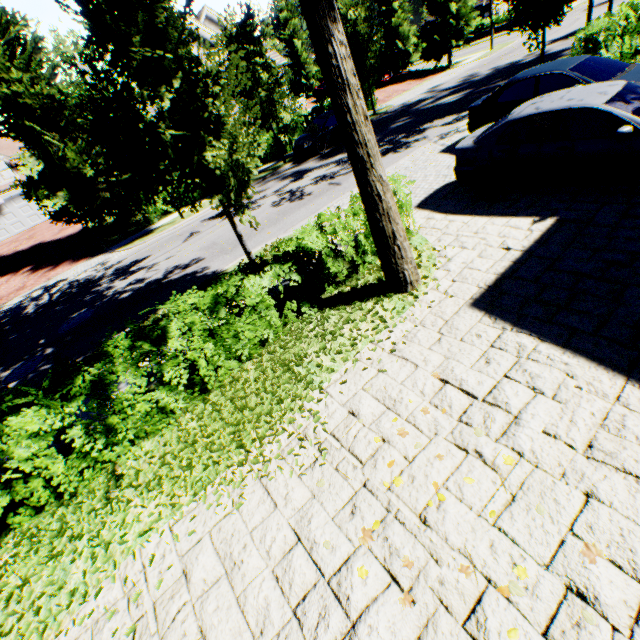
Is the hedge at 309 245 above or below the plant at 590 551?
above

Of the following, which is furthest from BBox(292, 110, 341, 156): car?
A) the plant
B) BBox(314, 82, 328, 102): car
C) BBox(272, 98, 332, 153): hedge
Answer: the plant

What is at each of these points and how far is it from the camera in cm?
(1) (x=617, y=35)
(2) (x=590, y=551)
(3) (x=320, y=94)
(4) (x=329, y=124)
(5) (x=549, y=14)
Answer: (1) hedge, 1159
(2) plant, 253
(3) car, 3052
(4) car, 1841
(5) tree, 1309

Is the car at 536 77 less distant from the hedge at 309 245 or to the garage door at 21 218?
the hedge at 309 245

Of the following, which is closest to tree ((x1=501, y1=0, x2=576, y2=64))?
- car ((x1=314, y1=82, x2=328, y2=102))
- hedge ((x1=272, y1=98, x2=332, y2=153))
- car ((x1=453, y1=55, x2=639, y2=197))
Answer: hedge ((x1=272, y1=98, x2=332, y2=153))

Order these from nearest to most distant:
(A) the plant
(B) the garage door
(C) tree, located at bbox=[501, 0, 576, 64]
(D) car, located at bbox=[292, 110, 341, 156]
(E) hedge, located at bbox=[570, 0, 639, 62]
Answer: (A) the plant → (E) hedge, located at bbox=[570, 0, 639, 62] → (C) tree, located at bbox=[501, 0, 576, 64] → (D) car, located at bbox=[292, 110, 341, 156] → (B) the garage door

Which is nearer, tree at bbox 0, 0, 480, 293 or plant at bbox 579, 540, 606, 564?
plant at bbox 579, 540, 606, 564

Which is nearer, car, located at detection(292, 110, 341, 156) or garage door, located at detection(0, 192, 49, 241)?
car, located at detection(292, 110, 341, 156)
